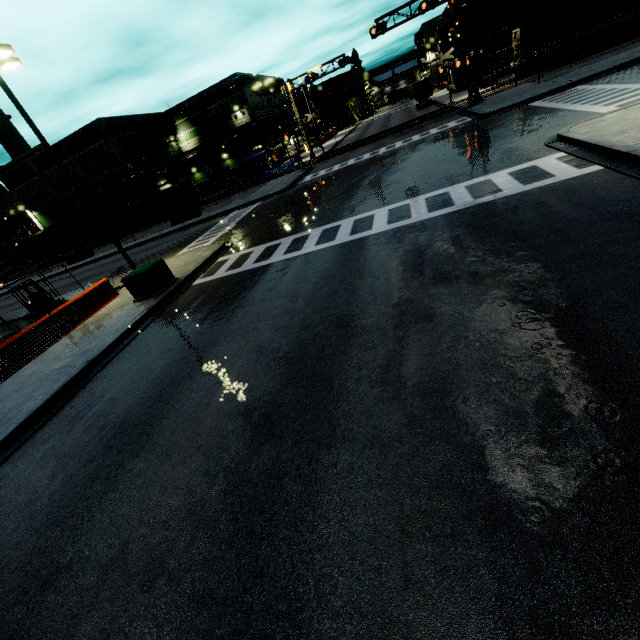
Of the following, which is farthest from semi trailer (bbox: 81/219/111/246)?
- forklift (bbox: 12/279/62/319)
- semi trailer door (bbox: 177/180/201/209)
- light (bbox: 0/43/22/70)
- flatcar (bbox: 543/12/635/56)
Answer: forklift (bbox: 12/279/62/319)

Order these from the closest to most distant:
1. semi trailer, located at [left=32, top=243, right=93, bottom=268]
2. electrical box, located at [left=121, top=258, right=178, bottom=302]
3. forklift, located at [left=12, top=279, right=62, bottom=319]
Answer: electrical box, located at [left=121, top=258, right=178, bottom=302], forklift, located at [left=12, top=279, right=62, bottom=319], semi trailer, located at [left=32, top=243, right=93, bottom=268]

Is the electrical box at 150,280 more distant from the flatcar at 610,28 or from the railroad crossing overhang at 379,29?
the flatcar at 610,28

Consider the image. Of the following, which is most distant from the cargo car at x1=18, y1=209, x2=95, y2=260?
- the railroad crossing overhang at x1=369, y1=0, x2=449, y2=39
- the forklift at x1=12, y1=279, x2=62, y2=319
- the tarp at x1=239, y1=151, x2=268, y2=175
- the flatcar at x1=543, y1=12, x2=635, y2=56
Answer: the forklift at x1=12, y1=279, x2=62, y2=319

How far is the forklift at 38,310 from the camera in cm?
1656

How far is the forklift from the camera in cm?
1656

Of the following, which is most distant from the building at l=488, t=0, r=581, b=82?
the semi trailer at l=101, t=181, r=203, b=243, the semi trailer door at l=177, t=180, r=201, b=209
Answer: the semi trailer door at l=177, t=180, r=201, b=209

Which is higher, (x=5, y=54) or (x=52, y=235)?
(x=5, y=54)
